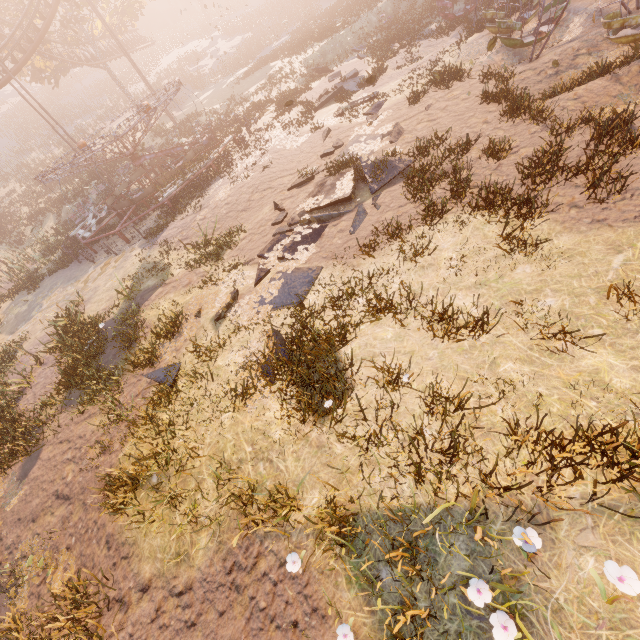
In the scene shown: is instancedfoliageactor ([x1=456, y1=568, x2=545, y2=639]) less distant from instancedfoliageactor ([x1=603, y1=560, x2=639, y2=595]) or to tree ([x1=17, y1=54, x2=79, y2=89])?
instancedfoliageactor ([x1=603, y1=560, x2=639, y2=595])

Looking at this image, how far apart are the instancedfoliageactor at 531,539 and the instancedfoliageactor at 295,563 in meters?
2.5 m

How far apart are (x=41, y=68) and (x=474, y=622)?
47.7 meters

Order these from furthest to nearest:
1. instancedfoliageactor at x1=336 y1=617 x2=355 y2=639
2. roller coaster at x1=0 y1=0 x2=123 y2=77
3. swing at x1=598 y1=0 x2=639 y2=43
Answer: roller coaster at x1=0 y1=0 x2=123 y2=77
swing at x1=598 y1=0 x2=639 y2=43
instancedfoliageactor at x1=336 y1=617 x2=355 y2=639

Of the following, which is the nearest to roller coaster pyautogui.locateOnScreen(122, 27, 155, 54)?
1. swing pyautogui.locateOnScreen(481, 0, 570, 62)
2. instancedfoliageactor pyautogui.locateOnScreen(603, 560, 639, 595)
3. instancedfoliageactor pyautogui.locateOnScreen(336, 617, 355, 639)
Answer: swing pyautogui.locateOnScreen(481, 0, 570, 62)

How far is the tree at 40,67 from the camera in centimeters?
→ 2883cm

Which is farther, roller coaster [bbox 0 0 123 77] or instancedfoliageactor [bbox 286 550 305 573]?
roller coaster [bbox 0 0 123 77]

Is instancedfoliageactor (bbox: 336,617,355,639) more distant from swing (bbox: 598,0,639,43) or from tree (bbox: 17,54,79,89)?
tree (bbox: 17,54,79,89)
